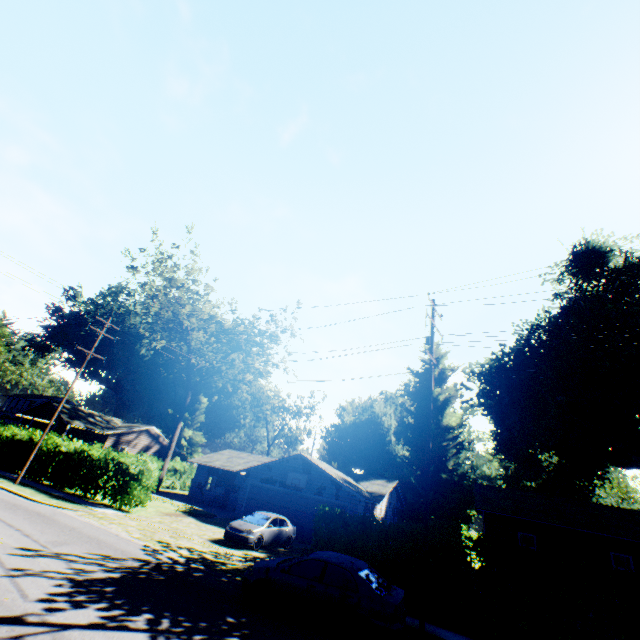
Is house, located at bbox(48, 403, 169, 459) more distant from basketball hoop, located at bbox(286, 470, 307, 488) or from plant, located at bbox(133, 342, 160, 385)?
basketball hoop, located at bbox(286, 470, 307, 488)

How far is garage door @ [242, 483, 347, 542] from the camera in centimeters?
2352cm

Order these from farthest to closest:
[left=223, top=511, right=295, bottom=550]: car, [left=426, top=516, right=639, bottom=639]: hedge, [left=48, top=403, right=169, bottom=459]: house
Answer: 1. [left=48, top=403, right=169, bottom=459]: house
2. [left=223, top=511, right=295, bottom=550]: car
3. [left=426, top=516, right=639, bottom=639]: hedge

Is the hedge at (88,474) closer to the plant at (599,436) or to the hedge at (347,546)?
the hedge at (347,546)

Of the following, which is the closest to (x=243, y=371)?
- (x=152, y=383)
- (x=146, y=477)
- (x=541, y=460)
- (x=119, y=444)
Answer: (x=119, y=444)

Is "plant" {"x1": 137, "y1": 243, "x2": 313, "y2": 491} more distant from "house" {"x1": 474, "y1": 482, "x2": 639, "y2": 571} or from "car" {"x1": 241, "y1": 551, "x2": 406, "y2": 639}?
"house" {"x1": 474, "y1": 482, "x2": 639, "y2": 571}

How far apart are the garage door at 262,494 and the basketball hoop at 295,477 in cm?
53

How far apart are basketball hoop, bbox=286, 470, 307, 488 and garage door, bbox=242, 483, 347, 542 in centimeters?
53cm
